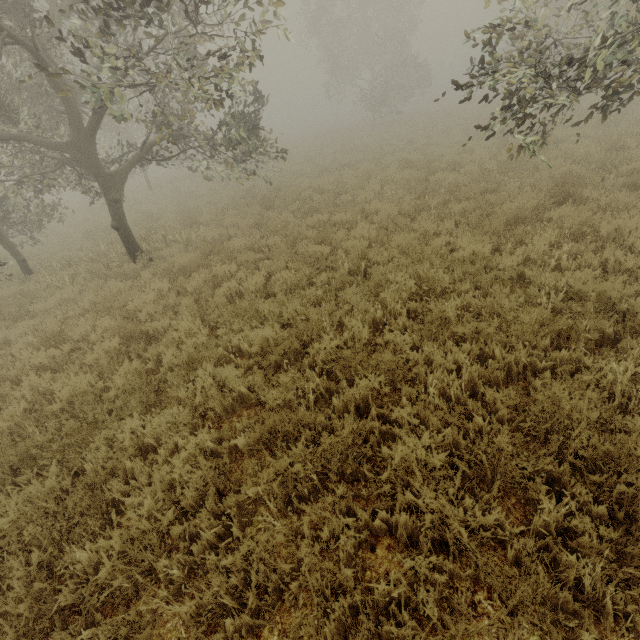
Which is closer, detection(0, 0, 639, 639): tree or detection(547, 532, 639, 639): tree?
detection(547, 532, 639, 639): tree

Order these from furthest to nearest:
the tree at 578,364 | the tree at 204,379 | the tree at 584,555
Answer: the tree at 204,379, the tree at 578,364, the tree at 584,555

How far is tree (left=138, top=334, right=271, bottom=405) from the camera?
4.3m

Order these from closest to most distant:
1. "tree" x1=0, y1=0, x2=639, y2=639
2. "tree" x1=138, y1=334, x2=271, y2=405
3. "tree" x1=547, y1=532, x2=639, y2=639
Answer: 1. "tree" x1=547, y1=532, x2=639, y2=639
2. "tree" x1=0, y1=0, x2=639, y2=639
3. "tree" x1=138, y1=334, x2=271, y2=405

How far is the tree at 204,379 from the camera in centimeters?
430cm

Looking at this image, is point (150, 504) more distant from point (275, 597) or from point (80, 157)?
point (80, 157)
